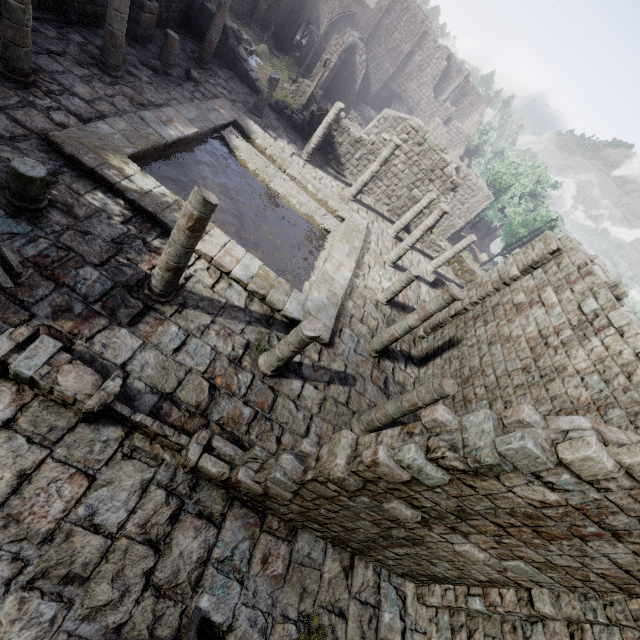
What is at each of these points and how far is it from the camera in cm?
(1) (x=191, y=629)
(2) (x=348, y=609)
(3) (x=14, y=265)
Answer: (1) broken furniture, 512
(2) building, 687
(3) rubble, 643

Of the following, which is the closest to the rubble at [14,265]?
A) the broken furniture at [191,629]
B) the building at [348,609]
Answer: the building at [348,609]

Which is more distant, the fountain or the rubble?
the fountain

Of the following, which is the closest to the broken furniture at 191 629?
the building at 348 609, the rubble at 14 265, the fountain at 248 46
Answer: the building at 348 609

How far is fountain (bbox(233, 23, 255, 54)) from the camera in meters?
28.3

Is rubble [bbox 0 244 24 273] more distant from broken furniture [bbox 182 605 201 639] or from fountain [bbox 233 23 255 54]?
fountain [bbox 233 23 255 54]

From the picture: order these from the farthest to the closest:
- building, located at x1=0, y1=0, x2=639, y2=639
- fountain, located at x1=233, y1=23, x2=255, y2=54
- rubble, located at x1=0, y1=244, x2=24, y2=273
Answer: fountain, located at x1=233, y1=23, x2=255, y2=54 < rubble, located at x1=0, y1=244, x2=24, y2=273 < building, located at x1=0, y1=0, x2=639, y2=639

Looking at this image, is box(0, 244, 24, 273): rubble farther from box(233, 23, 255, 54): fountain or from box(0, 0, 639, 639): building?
box(233, 23, 255, 54): fountain
